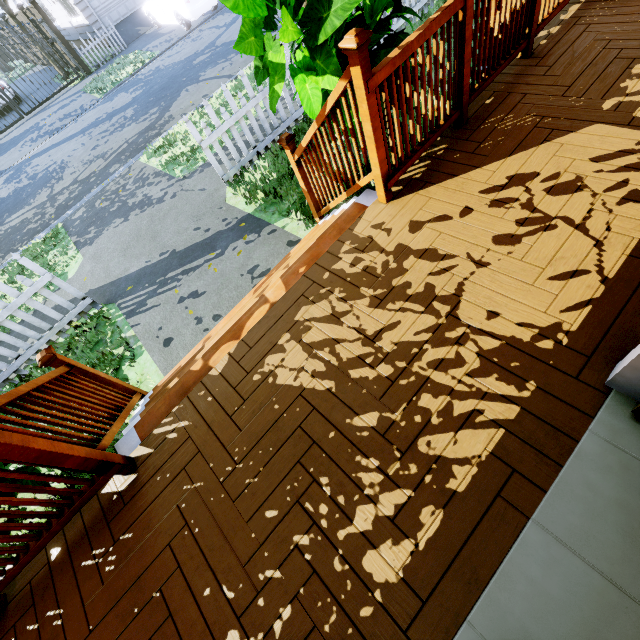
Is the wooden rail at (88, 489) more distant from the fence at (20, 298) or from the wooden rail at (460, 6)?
the fence at (20, 298)

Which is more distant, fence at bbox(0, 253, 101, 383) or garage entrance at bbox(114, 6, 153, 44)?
garage entrance at bbox(114, 6, 153, 44)

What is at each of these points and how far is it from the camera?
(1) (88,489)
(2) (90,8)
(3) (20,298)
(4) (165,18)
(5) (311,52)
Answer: (1) wooden rail, 2.0m
(2) garage door, 14.9m
(3) fence, 4.1m
(4) car, 13.7m
(5) plant, 2.4m

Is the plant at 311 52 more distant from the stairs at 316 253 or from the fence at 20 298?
the fence at 20 298

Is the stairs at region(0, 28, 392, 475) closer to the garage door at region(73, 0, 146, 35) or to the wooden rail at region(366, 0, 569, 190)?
the wooden rail at region(366, 0, 569, 190)

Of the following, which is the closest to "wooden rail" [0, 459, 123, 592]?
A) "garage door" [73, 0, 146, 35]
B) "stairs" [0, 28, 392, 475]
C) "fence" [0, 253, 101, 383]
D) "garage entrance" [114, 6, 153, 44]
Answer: "stairs" [0, 28, 392, 475]

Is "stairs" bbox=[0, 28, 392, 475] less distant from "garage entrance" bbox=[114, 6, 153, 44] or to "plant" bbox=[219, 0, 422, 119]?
"plant" bbox=[219, 0, 422, 119]

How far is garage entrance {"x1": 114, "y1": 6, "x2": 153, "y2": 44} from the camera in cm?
1528
